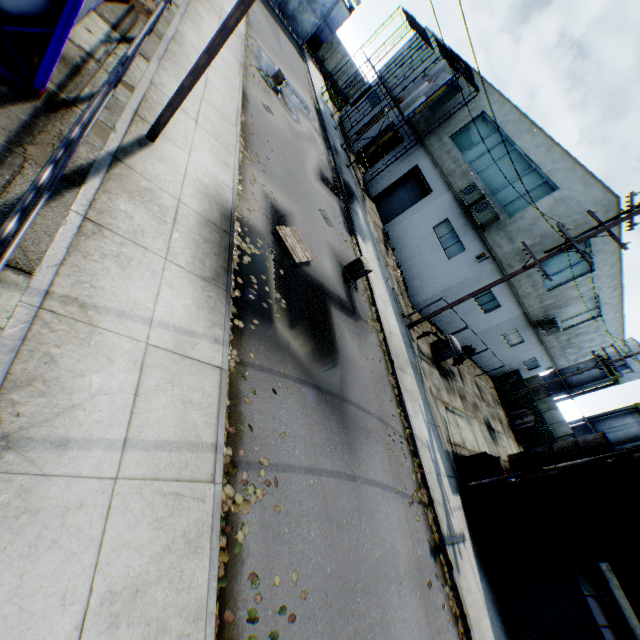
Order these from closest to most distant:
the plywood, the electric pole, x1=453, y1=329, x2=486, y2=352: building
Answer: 1. the electric pole
2. the plywood
3. x1=453, y1=329, x2=486, y2=352: building

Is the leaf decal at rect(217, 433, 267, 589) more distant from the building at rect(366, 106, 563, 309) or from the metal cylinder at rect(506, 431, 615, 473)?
the metal cylinder at rect(506, 431, 615, 473)

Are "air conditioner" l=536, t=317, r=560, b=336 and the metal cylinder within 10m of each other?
yes

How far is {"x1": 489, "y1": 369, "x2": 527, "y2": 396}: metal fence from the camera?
27.2m

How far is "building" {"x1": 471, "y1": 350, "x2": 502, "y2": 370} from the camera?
25.0 meters

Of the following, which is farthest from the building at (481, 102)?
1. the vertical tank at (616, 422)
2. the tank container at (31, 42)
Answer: the tank container at (31, 42)

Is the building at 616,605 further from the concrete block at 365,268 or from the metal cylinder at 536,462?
the concrete block at 365,268

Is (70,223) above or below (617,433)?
below
